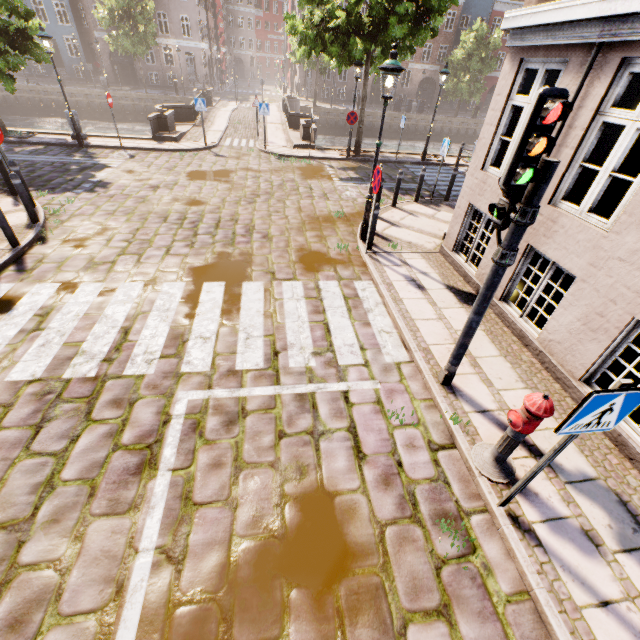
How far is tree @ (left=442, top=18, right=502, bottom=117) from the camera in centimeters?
3105cm

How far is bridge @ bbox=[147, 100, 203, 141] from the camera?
15.63m

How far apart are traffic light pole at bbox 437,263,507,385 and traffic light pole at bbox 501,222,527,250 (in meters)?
0.18

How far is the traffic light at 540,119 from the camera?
2.5 meters

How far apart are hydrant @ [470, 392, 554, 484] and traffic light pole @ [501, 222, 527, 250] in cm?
148

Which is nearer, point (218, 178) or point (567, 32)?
point (567, 32)

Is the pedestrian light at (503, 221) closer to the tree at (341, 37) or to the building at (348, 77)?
the tree at (341, 37)

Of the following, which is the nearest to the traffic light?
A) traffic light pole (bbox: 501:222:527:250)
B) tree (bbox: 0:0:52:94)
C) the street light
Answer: traffic light pole (bbox: 501:222:527:250)
